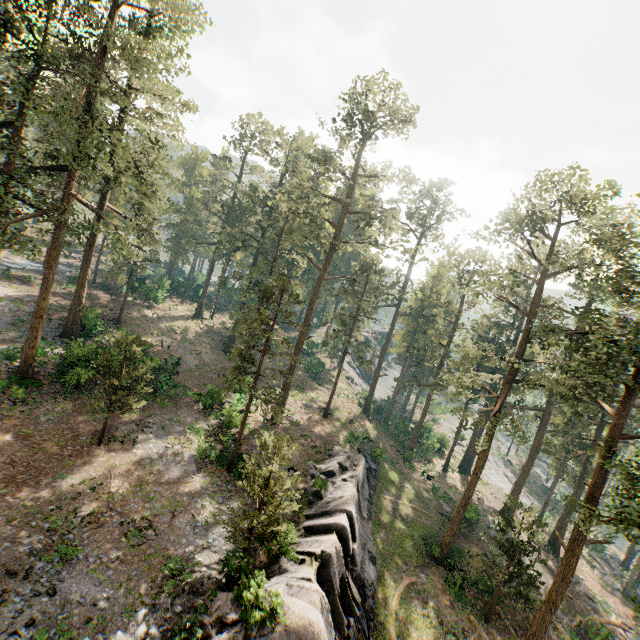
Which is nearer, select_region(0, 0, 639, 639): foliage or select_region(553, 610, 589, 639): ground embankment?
select_region(0, 0, 639, 639): foliage

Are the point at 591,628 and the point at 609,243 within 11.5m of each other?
no

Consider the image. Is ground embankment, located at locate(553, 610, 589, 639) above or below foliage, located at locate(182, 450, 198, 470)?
below

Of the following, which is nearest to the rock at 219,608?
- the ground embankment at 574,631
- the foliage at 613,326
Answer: the foliage at 613,326

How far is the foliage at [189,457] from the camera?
21.3 meters

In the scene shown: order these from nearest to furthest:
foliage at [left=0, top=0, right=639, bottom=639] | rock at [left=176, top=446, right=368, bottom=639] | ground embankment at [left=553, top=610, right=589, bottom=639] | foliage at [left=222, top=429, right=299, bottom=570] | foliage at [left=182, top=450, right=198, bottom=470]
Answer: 1. rock at [left=176, top=446, right=368, bottom=639]
2. foliage at [left=222, top=429, right=299, bottom=570]
3. foliage at [left=0, top=0, right=639, bottom=639]
4. foliage at [left=182, top=450, right=198, bottom=470]
5. ground embankment at [left=553, top=610, right=589, bottom=639]

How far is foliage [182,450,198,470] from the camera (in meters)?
21.27
